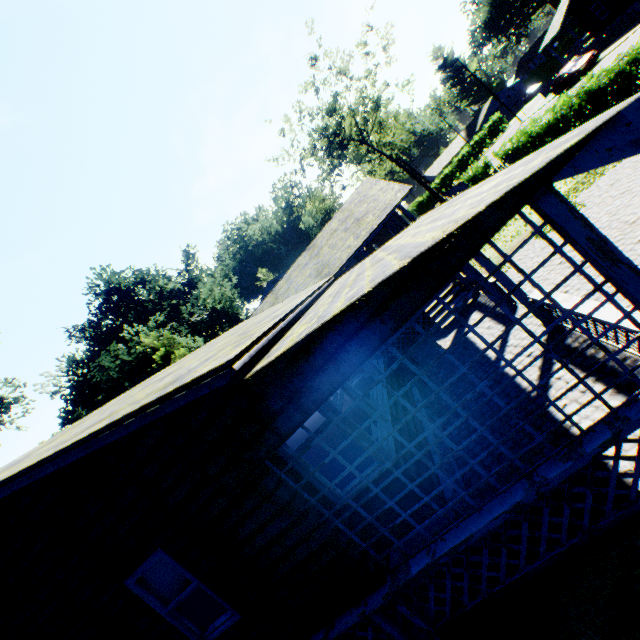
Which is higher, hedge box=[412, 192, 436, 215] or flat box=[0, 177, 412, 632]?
flat box=[0, 177, 412, 632]

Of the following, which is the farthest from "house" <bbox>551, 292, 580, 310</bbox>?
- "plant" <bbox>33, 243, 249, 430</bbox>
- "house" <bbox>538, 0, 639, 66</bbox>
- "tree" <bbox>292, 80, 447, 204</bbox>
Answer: "house" <bbox>538, 0, 639, 66</bbox>

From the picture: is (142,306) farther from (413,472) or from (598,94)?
(598,94)

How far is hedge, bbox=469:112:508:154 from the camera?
54.7m

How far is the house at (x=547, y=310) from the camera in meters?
6.2 m

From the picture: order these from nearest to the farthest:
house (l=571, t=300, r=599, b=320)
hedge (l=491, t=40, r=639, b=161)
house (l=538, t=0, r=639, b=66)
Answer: house (l=571, t=300, r=599, b=320) → hedge (l=491, t=40, r=639, b=161) → house (l=538, t=0, r=639, b=66)

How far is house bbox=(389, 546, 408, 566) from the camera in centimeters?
453cm

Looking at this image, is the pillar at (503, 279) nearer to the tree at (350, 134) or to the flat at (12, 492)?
the flat at (12, 492)
